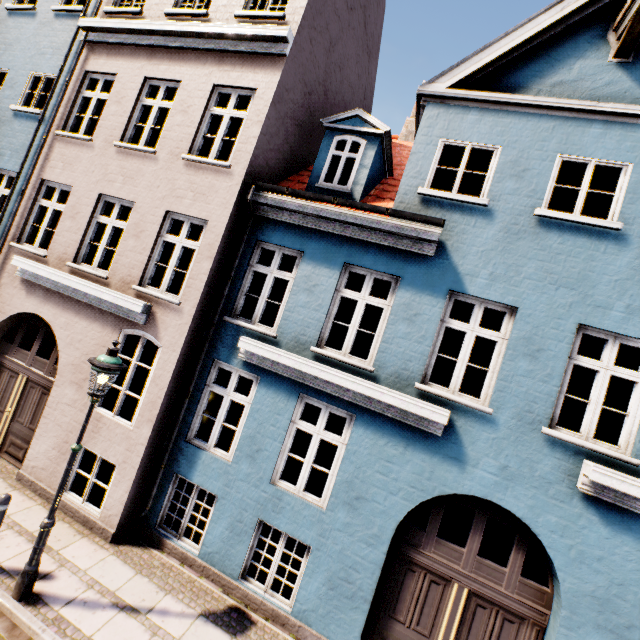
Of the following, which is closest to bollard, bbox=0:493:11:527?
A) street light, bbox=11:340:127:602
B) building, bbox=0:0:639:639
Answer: street light, bbox=11:340:127:602

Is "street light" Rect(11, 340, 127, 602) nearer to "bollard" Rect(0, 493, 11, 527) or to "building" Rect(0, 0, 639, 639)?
"bollard" Rect(0, 493, 11, 527)

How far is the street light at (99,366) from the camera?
4.6m

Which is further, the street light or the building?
the building

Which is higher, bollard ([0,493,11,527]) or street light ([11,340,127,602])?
bollard ([0,493,11,527])

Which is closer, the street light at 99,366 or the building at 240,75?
the street light at 99,366

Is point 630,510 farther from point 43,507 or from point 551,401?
point 43,507
